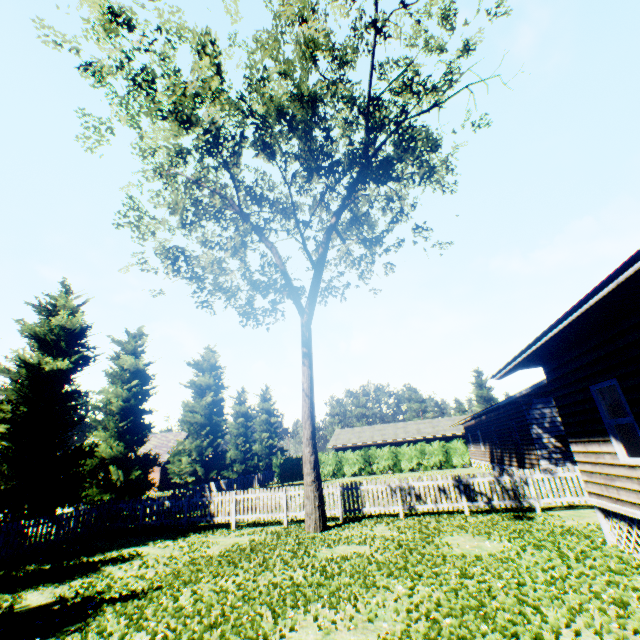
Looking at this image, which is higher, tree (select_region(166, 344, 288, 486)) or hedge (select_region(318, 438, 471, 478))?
tree (select_region(166, 344, 288, 486))

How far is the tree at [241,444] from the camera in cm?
2802

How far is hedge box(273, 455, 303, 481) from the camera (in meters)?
38.38

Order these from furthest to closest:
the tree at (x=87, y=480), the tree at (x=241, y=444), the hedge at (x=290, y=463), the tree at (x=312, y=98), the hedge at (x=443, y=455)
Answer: the hedge at (x=290, y=463)
the hedge at (x=443, y=455)
the tree at (x=241, y=444)
the tree at (x=87, y=480)
the tree at (x=312, y=98)

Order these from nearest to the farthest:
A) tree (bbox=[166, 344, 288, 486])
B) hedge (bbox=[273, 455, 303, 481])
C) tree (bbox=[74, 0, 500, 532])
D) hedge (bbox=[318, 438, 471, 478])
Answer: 1. tree (bbox=[74, 0, 500, 532])
2. tree (bbox=[166, 344, 288, 486])
3. hedge (bbox=[318, 438, 471, 478])
4. hedge (bbox=[273, 455, 303, 481])

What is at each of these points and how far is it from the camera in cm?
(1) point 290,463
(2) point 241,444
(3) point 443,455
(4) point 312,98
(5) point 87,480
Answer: (1) hedge, 3906
(2) tree, 3600
(3) hedge, 3538
(4) tree, 1288
(5) tree, 1559

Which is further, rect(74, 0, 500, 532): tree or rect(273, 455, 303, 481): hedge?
rect(273, 455, 303, 481): hedge
